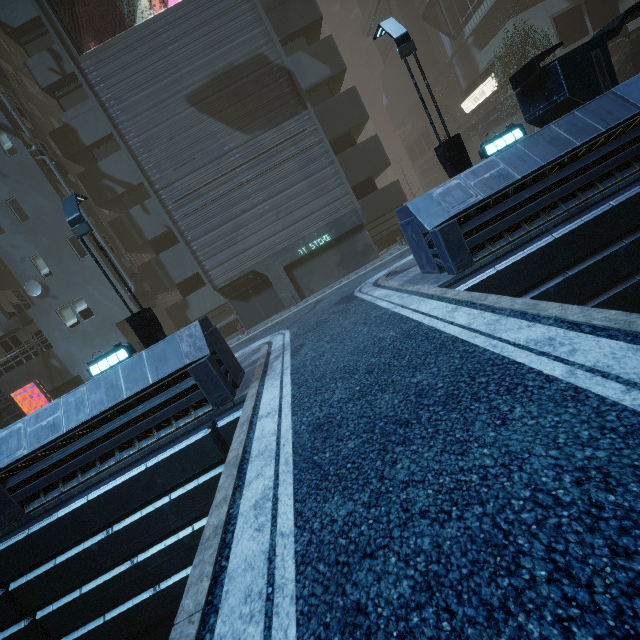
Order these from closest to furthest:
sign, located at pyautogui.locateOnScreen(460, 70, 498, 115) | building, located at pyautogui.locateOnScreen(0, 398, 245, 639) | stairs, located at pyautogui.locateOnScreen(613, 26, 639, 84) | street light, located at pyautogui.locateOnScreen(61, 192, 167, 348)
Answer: building, located at pyautogui.locateOnScreen(0, 398, 245, 639)
street light, located at pyautogui.locateOnScreen(61, 192, 167, 348)
stairs, located at pyautogui.locateOnScreen(613, 26, 639, 84)
sign, located at pyautogui.locateOnScreen(460, 70, 498, 115)

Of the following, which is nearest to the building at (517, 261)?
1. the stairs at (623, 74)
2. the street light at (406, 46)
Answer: the street light at (406, 46)

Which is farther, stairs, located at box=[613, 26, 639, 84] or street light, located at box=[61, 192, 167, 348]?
stairs, located at box=[613, 26, 639, 84]

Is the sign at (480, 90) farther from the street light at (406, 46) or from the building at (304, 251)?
the street light at (406, 46)

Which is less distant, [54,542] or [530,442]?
[530,442]

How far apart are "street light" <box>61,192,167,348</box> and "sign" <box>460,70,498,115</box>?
32.6 meters

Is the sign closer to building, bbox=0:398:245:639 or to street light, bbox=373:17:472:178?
building, bbox=0:398:245:639

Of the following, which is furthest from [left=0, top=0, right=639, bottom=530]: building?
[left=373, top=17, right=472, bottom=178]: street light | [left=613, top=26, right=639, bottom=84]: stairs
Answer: [left=613, top=26, right=639, bottom=84]: stairs
